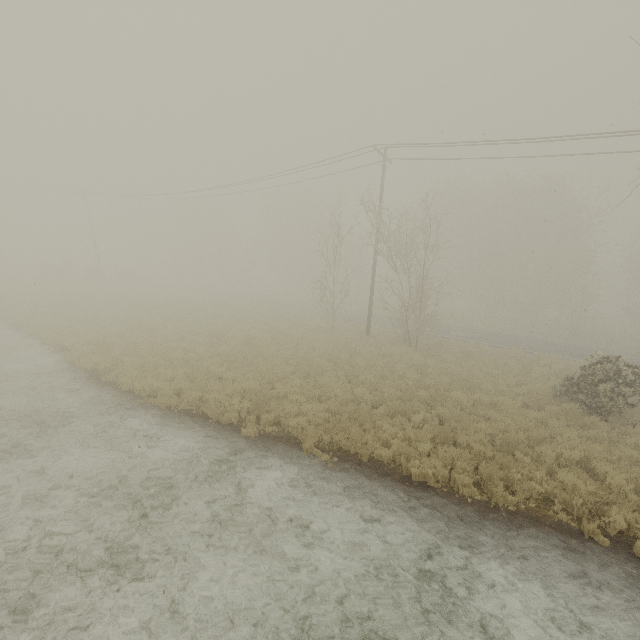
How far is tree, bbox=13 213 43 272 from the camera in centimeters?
5578cm

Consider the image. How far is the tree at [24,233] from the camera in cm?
5578

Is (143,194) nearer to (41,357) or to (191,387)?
(41,357)
